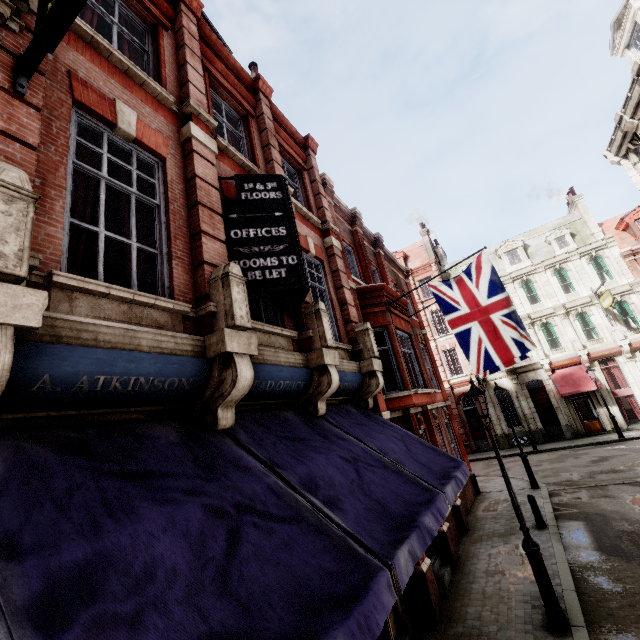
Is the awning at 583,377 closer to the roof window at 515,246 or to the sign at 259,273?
the roof window at 515,246

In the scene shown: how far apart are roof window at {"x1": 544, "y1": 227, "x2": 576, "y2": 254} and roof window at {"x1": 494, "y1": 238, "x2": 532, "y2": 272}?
1.62m

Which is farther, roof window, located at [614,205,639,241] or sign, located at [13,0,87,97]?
roof window, located at [614,205,639,241]

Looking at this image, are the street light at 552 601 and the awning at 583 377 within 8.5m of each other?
no

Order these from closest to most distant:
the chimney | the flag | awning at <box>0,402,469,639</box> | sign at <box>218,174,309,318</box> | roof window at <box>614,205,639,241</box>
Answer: awning at <box>0,402,469,639</box>, sign at <box>218,174,309,318</box>, the flag, roof window at <box>614,205,639,241</box>, the chimney

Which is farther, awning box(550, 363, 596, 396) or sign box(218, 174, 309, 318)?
awning box(550, 363, 596, 396)

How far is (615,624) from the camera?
6.14m

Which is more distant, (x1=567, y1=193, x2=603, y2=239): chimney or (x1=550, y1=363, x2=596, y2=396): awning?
(x1=567, y1=193, x2=603, y2=239): chimney
